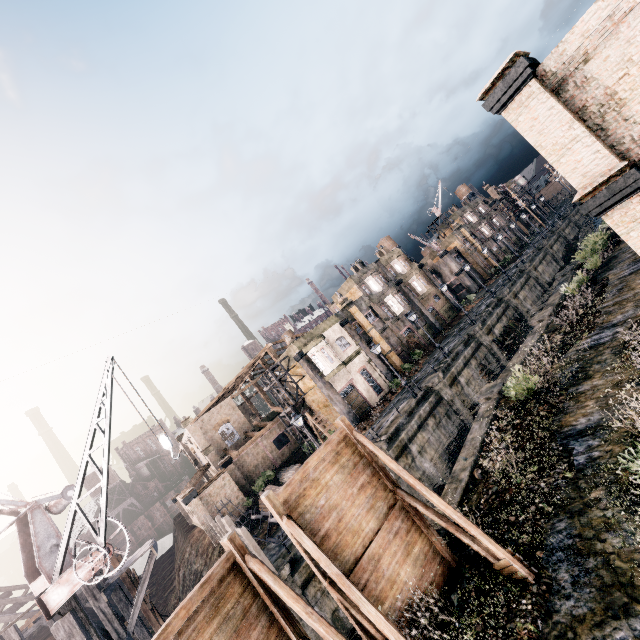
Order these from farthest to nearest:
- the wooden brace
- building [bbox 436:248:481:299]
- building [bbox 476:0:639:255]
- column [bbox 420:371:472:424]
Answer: building [bbox 436:248:481:299] → column [bbox 420:371:472:424] → the wooden brace → building [bbox 476:0:639:255]

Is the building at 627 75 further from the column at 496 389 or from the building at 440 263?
the building at 440 263

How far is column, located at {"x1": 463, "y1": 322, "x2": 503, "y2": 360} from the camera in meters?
31.5 m

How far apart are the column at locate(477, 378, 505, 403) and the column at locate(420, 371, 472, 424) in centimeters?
682cm

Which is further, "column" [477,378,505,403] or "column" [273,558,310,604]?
"column" [477,378,505,403]

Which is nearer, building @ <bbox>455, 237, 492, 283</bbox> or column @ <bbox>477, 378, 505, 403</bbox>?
column @ <bbox>477, 378, 505, 403</bbox>

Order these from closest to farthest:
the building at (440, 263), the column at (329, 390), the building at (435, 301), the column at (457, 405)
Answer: the column at (457, 405) < the column at (329, 390) < the building at (435, 301) < the building at (440, 263)

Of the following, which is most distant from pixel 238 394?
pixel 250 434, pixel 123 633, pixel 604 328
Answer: pixel 604 328
